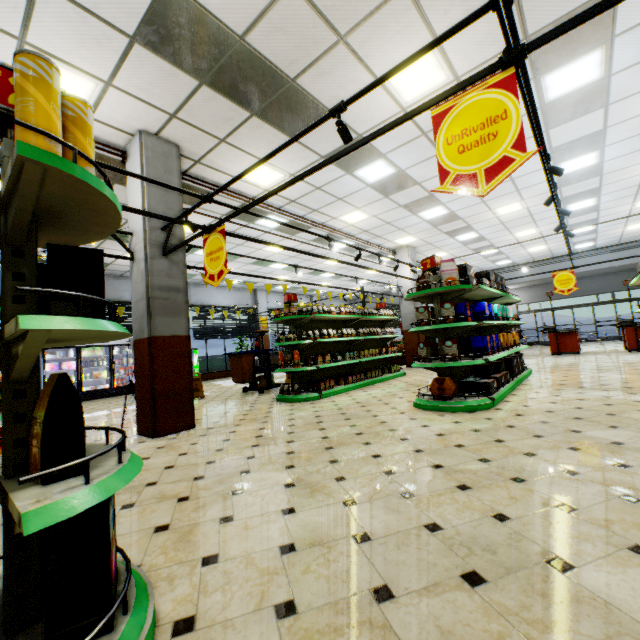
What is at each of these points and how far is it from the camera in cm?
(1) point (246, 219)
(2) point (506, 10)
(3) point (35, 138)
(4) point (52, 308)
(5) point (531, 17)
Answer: (1) building, 922
(2) light truss, 217
(3) chips cylinder, 121
(4) packaged coffee, 133
(5) building, 400

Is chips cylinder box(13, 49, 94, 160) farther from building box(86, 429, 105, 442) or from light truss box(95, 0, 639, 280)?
building box(86, 429, 105, 442)

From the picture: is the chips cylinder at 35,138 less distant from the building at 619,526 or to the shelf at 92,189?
the shelf at 92,189

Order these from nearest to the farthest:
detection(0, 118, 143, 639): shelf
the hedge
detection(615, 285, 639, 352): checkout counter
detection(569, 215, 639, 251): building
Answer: detection(0, 118, 143, 639): shelf, detection(615, 285, 639, 352): checkout counter, detection(569, 215, 639, 251): building, the hedge

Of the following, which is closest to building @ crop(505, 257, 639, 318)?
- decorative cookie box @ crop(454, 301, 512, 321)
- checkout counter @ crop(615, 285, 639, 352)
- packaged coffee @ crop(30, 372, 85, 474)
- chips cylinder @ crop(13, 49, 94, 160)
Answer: checkout counter @ crop(615, 285, 639, 352)

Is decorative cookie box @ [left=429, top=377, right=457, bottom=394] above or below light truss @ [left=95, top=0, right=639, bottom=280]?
below

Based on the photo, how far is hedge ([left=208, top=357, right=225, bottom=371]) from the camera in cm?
1686

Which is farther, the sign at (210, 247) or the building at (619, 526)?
the sign at (210, 247)
